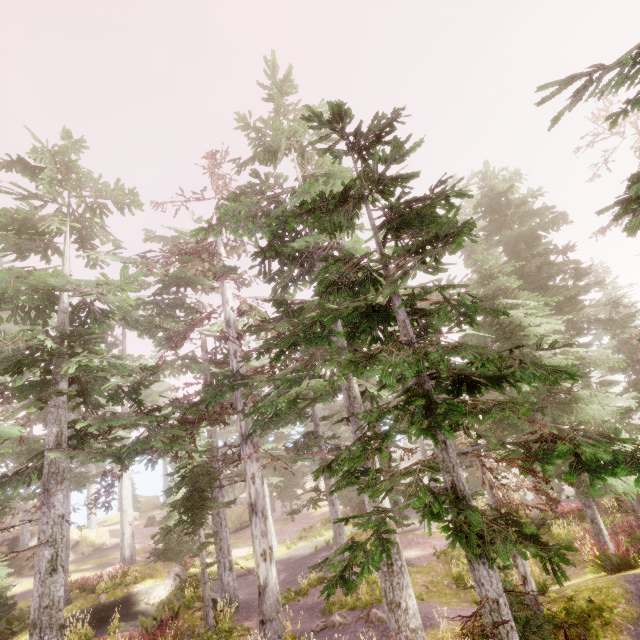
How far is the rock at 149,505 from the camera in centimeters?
4717cm

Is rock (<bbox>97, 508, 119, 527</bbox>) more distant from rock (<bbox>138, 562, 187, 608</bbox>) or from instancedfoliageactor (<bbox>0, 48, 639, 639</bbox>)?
rock (<bbox>138, 562, 187, 608</bbox>)

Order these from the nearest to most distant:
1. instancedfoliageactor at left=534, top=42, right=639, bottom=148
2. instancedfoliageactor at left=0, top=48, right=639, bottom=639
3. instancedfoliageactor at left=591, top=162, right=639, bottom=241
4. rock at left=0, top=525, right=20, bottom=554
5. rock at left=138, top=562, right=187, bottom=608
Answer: instancedfoliageactor at left=0, top=48, right=639, bottom=639 → instancedfoliageactor at left=534, top=42, right=639, bottom=148 → instancedfoliageactor at left=591, top=162, right=639, bottom=241 → rock at left=138, top=562, right=187, bottom=608 → rock at left=0, top=525, right=20, bottom=554

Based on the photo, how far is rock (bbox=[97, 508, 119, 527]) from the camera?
38.8 meters

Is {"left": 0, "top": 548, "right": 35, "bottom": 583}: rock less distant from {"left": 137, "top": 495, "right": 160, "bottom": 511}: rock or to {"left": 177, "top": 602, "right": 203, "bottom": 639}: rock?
{"left": 137, "top": 495, "right": 160, "bottom": 511}: rock

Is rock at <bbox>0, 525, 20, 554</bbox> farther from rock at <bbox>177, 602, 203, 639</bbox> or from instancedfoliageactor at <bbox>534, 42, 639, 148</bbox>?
rock at <bbox>177, 602, 203, 639</bbox>

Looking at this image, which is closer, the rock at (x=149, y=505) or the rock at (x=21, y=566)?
the rock at (x=21, y=566)

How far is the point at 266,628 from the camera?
10.78m
